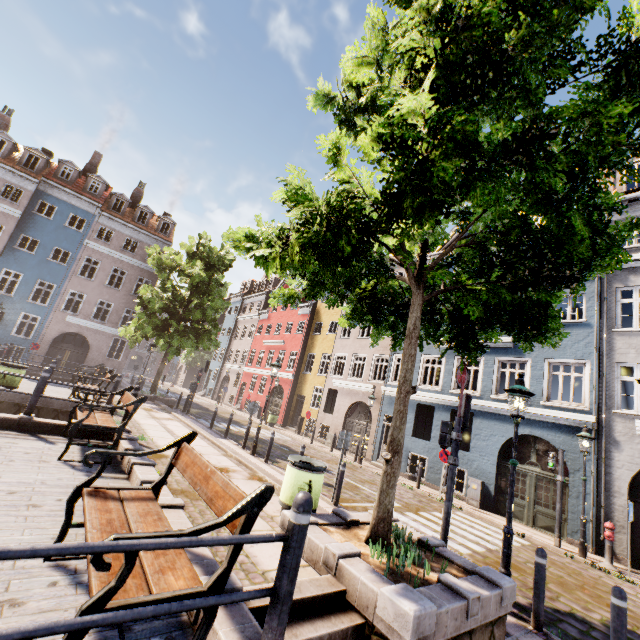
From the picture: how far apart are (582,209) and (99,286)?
31.17m

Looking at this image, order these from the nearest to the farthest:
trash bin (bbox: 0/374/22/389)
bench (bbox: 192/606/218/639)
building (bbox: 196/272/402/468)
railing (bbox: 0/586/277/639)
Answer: railing (bbox: 0/586/277/639) < bench (bbox: 192/606/218/639) < trash bin (bbox: 0/374/22/389) < building (bbox: 196/272/402/468)

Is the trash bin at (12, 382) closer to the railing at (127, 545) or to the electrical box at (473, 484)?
the railing at (127, 545)

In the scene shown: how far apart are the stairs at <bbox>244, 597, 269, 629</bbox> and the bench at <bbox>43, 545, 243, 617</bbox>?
0.6 meters

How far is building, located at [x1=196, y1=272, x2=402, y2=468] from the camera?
20.22m

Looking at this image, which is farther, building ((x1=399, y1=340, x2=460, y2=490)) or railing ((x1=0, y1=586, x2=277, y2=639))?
building ((x1=399, y1=340, x2=460, y2=490))

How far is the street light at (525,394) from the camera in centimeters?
551cm

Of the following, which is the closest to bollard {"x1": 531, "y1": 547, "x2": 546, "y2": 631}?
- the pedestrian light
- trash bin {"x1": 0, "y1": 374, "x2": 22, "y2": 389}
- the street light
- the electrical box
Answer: the street light
